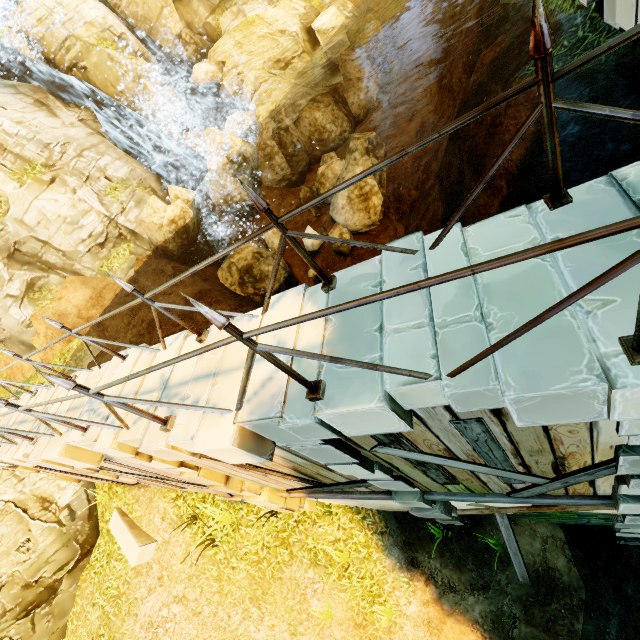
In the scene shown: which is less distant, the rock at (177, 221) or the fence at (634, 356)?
the fence at (634, 356)

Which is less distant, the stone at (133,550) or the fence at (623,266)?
the fence at (623,266)

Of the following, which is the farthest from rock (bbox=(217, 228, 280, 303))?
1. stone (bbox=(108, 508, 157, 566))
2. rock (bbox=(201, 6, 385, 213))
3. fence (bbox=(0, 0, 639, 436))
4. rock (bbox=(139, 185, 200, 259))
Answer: stone (bbox=(108, 508, 157, 566))

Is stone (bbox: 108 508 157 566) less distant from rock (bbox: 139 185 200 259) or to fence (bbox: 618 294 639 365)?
fence (bbox: 618 294 639 365)

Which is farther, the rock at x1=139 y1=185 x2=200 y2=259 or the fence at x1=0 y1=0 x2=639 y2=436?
the rock at x1=139 y1=185 x2=200 y2=259

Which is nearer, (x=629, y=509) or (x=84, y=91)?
(x=629, y=509)

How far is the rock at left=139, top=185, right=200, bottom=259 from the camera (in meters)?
13.44

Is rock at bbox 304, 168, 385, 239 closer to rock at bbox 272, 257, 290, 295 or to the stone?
rock at bbox 272, 257, 290, 295
